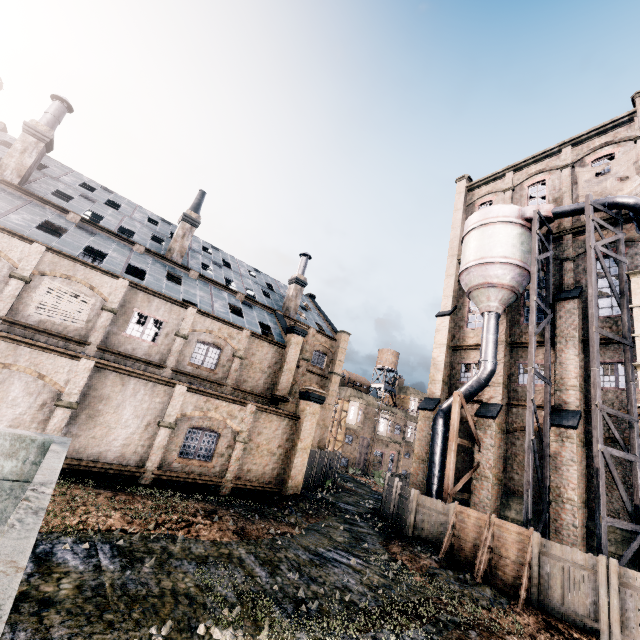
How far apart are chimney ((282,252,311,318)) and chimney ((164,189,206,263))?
10.80m

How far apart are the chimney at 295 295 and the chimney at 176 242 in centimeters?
1080cm

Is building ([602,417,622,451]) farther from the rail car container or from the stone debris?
the rail car container

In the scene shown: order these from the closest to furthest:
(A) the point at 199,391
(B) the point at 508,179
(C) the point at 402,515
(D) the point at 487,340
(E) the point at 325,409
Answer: (A) the point at 199,391, (C) the point at 402,515, (D) the point at 487,340, (B) the point at 508,179, (E) the point at 325,409

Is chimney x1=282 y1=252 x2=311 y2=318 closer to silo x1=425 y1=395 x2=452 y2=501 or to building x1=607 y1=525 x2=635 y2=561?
building x1=607 y1=525 x2=635 y2=561

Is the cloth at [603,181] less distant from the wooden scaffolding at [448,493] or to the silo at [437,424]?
the silo at [437,424]

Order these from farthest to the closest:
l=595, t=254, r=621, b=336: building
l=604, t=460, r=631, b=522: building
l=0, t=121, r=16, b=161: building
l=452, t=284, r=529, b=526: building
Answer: l=0, t=121, r=16, b=161: building → l=452, t=284, r=529, b=526: building → l=595, t=254, r=621, b=336: building → l=604, t=460, r=631, b=522: building

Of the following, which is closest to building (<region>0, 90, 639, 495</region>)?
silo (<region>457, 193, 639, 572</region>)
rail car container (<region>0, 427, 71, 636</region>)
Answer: silo (<region>457, 193, 639, 572</region>)
